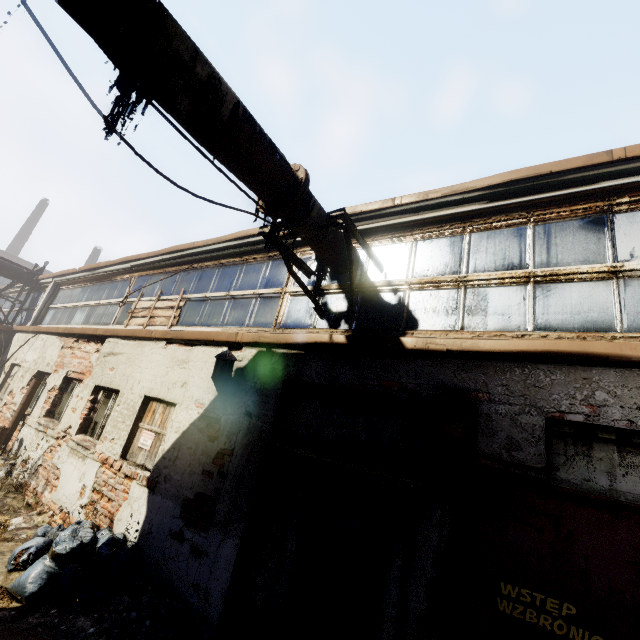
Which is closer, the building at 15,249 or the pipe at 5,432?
the pipe at 5,432

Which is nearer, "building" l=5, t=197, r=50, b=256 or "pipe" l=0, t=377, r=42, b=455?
"pipe" l=0, t=377, r=42, b=455

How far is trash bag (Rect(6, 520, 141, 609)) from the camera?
3.94m

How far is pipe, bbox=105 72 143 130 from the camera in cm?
274

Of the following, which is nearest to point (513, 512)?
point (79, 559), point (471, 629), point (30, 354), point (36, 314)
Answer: point (471, 629)

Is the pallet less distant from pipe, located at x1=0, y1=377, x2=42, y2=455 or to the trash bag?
pipe, located at x1=0, y1=377, x2=42, y2=455

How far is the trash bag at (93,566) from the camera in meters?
3.9 m

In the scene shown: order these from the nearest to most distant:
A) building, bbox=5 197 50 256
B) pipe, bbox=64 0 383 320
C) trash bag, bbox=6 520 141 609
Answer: pipe, bbox=64 0 383 320
trash bag, bbox=6 520 141 609
building, bbox=5 197 50 256
